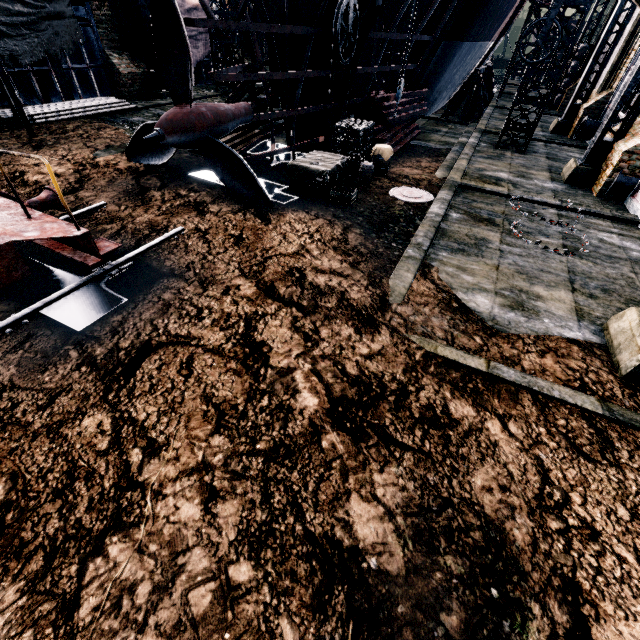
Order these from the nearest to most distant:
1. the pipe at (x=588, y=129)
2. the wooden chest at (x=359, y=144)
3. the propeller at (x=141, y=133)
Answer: the propeller at (x=141, y=133)
the wooden chest at (x=359, y=144)
the pipe at (x=588, y=129)

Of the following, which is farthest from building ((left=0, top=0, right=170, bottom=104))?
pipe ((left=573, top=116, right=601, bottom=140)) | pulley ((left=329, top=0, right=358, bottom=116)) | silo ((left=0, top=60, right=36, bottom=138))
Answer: pulley ((left=329, top=0, right=358, bottom=116))

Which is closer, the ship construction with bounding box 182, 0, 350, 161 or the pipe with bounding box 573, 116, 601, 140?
the ship construction with bounding box 182, 0, 350, 161

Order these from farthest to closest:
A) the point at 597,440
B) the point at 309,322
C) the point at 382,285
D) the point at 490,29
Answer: the point at 490,29 < the point at 382,285 < the point at 309,322 < the point at 597,440

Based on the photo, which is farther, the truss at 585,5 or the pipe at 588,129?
the pipe at 588,129

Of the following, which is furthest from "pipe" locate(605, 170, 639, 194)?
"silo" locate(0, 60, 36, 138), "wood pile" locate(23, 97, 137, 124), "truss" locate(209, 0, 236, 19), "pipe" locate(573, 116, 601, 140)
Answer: "wood pile" locate(23, 97, 137, 124)

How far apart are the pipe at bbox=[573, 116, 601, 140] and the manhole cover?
15.7 meters

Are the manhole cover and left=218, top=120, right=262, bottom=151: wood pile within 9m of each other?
yes
